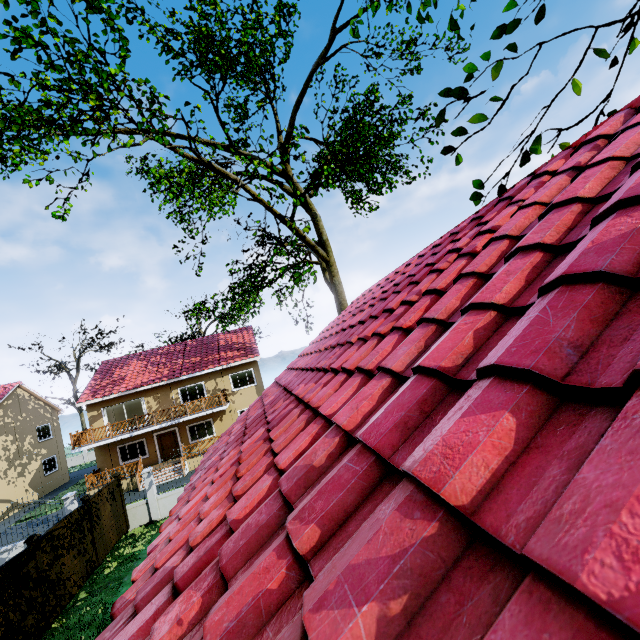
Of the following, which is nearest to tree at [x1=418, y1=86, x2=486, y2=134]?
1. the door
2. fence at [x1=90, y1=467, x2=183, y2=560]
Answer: fence at [x1=90, y1=467, x2=183, y2=560]

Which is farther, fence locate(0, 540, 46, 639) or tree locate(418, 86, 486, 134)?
fence locate(0, 540, 46, 639)

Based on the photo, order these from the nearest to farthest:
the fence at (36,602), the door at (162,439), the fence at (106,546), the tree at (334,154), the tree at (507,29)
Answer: the tree at (507,29)
the fence at (36,602)
the tree at (334,154)
the fence at (106,546)
the door at (162,439)

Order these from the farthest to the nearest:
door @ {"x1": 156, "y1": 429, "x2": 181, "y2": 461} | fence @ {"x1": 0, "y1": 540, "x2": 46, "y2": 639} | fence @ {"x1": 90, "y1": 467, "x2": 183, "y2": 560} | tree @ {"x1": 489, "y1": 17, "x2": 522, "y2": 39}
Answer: door @ {"x1": 156, "y1": 429, "x2": 181, "y2": 461} → fence @ {"x1": 90, "y1": 467, "x2": 183, "y2": 560} → fence @ {"x1": 0, "y1": 540, "x2": 46, "y2": 639} → tree @ {"x1": 489, "y1": 17, "x2": 522, "y2": 39}

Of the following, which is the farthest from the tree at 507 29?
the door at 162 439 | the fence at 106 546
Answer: the door at 162 439

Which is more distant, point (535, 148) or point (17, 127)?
point (17, 127)

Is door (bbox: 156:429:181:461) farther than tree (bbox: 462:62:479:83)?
Yes
